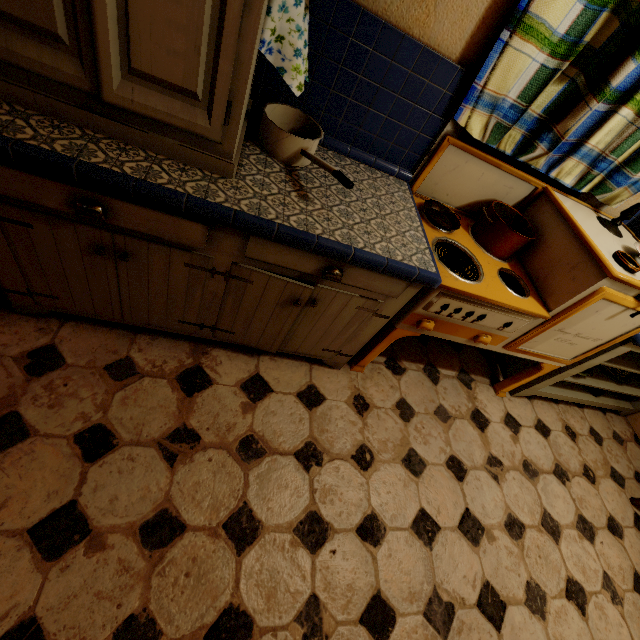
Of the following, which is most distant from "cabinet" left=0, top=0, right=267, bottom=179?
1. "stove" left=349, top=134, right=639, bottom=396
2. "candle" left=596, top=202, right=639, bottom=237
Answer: "candle" left=596, top=202, right=639, bottom=237

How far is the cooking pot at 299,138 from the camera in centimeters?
109cm

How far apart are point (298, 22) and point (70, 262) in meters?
1.0

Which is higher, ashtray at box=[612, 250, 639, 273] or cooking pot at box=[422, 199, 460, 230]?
ashtray at box=[612, 250, 639, 273]

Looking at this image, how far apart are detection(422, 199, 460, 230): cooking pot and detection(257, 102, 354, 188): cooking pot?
0.6 meters

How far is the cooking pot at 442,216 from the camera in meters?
1.4

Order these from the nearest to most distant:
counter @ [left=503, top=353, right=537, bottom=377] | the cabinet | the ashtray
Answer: the cabinet, the ashtray, counter @ [left=503, top=353, right=537, bottom=377]

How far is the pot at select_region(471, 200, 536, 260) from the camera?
1.46m
